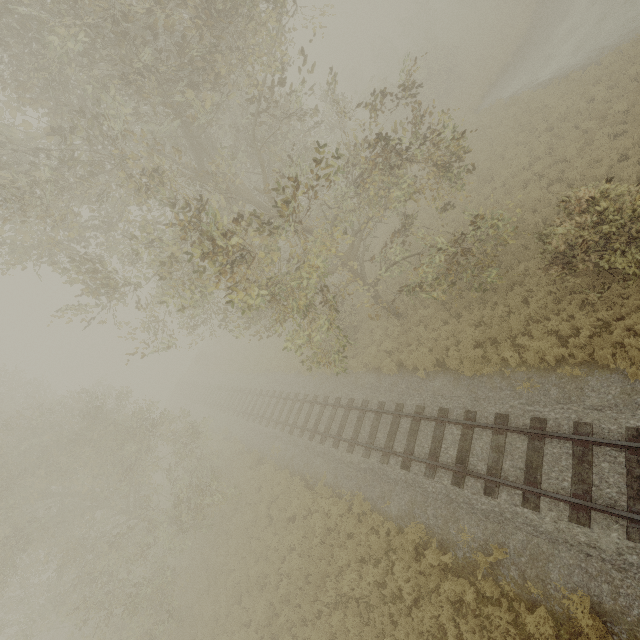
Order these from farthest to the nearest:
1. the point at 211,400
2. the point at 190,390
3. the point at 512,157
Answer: the point at 190,390 < the point at 211,400 < the point at 512,157
